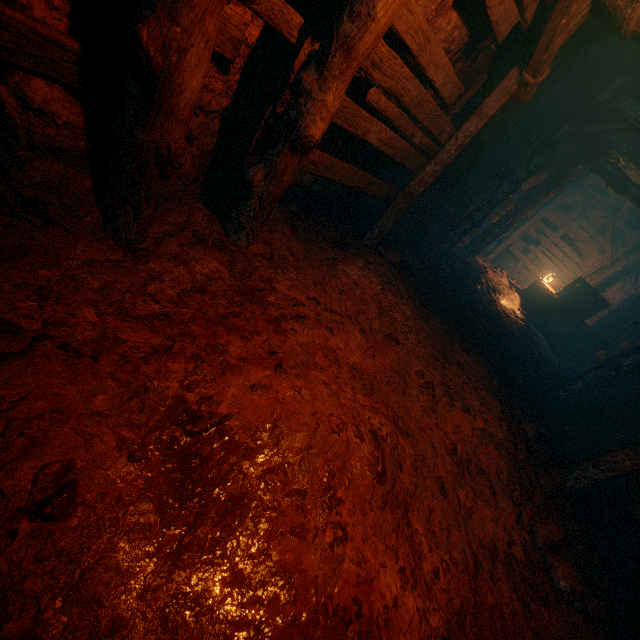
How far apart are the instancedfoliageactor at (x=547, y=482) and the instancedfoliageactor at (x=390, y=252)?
3.4 meters

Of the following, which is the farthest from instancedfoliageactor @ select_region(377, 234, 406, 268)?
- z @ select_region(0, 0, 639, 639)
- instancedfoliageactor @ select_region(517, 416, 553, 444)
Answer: instancedfoliageactor @ select_region(517, 416, 553, 444)

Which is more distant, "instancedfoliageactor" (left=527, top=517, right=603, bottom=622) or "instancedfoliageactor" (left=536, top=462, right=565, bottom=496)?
"instancedfoliageactor" (left=536, top=462, right=565, bottom=496)

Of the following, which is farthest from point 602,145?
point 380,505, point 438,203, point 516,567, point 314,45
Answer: point 380,505

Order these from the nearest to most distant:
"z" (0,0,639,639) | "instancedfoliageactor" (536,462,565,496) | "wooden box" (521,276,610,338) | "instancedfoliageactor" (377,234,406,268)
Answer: "z" (0,0,639,639)
"instancedfoliageactor" (536,462,565,496)
"instancedfoliageactor" (377,234,406,268)
"wooden box" (521,276,610,338)

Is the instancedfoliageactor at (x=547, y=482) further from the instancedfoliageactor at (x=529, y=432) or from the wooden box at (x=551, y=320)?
the wooden box at (x=551, y=320)

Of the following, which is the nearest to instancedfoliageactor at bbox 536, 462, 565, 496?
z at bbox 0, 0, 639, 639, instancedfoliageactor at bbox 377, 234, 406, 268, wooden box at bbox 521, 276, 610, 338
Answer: z at bbox 0, 0, 639, 639

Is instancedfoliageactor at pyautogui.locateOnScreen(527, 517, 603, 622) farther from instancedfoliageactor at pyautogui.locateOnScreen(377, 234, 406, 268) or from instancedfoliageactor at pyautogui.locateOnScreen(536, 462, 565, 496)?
instancedfoliageactor at pyautogui.locateOnScreen(377, 234, 406, 268)
